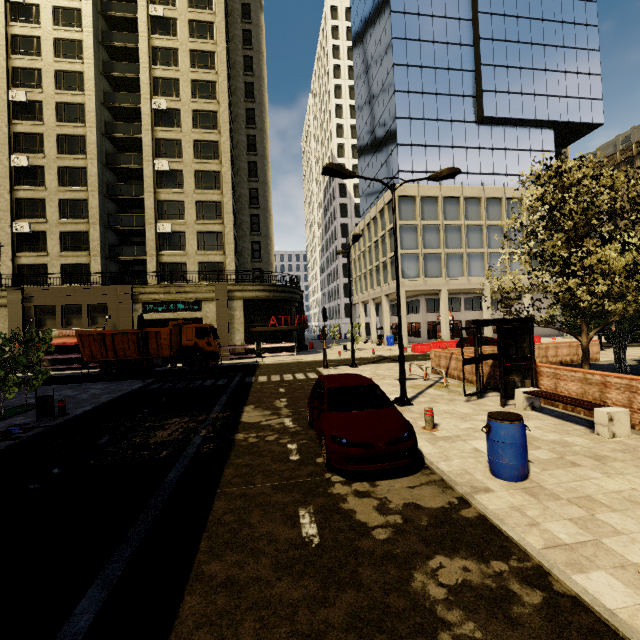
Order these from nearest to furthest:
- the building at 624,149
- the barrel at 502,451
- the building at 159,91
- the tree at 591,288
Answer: the barrel at 502,451, the tree at 591,288, the building at 159,91, the building at 624,149

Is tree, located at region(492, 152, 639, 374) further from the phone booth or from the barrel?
the barrel

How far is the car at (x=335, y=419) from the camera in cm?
564

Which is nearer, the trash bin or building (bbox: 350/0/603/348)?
the trash bin

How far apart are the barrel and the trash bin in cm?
1269

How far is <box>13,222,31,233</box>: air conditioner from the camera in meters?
28.5 m

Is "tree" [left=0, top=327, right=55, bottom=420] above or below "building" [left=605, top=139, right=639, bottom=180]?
below

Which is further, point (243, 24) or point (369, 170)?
point (369, 170)
